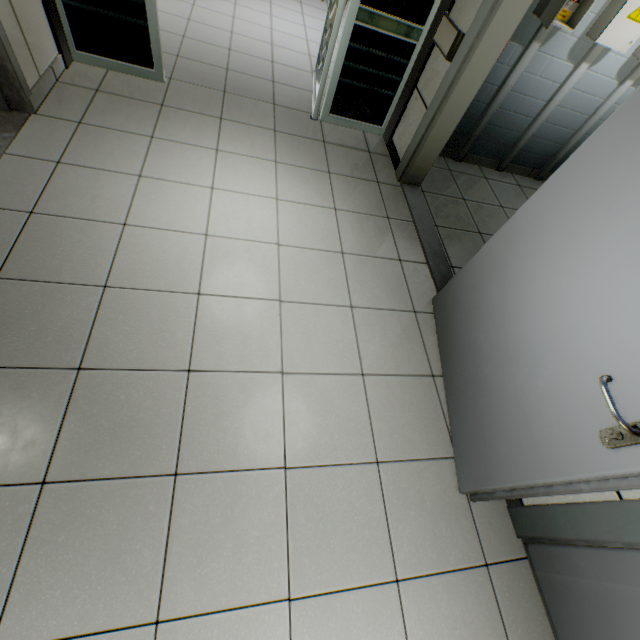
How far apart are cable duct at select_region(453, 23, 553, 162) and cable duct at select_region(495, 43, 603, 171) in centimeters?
53cm

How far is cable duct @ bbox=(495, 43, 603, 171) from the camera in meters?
3.0 m

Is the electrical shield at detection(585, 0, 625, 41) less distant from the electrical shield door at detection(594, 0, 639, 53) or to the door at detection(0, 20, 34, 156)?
the electrical shield door at detection(594, 0, 639, 53)

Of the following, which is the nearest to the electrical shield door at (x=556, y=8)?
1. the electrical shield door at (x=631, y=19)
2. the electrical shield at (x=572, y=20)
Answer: the electrical shield at (x=572, y=20)

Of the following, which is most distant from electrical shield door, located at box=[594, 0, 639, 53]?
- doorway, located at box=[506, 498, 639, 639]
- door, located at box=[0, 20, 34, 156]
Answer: door, located at box=[0, 20, 34, 156]

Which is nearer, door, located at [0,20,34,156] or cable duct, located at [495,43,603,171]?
door, located at [0,20,34,156]

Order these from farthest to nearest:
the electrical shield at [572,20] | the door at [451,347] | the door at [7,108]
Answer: the electrical shield at [572,20] < the door at [7,108] < the door at [451,347]

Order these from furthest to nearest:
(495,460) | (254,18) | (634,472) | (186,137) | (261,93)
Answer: (254,18), (261,93), (186,137), (495,460), (634,472)
